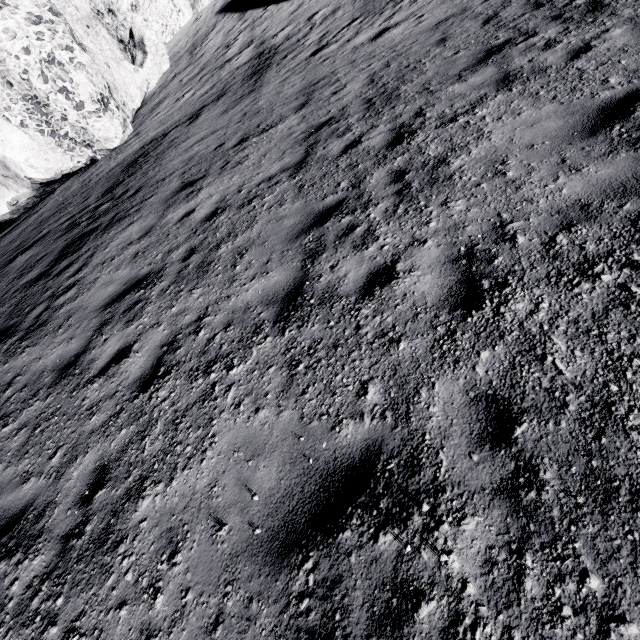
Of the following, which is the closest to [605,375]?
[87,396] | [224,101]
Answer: [87,396]
